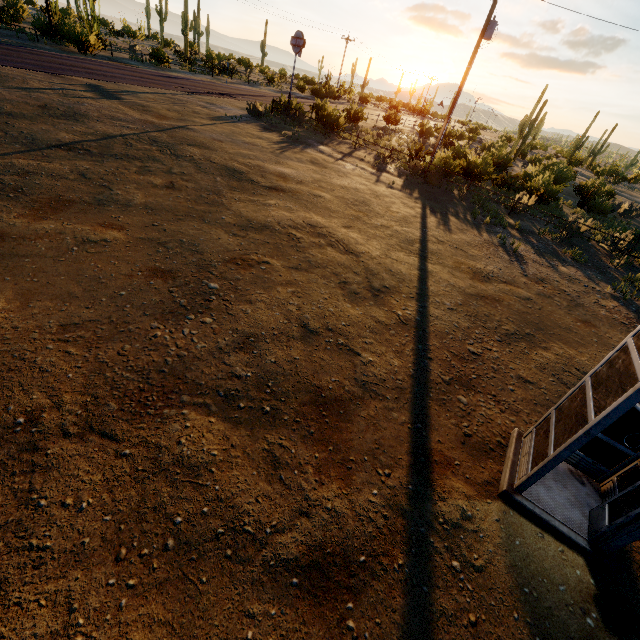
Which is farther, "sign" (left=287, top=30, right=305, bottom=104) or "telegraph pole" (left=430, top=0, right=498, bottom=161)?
"sign" (left=287, top=30, right=305, bottom=104)

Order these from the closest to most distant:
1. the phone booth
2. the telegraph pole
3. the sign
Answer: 1. the phone booth
2. the telegraph pole
3. the sign

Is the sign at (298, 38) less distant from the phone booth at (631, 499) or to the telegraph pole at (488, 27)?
the telegraph pole at (488, 27)

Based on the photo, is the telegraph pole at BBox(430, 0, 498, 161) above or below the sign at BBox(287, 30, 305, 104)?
above

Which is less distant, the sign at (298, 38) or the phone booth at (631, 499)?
the phone booth at (631, 499)

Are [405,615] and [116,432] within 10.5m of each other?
yes

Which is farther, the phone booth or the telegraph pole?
the telegraph pole

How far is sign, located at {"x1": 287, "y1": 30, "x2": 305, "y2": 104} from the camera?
20.7m
